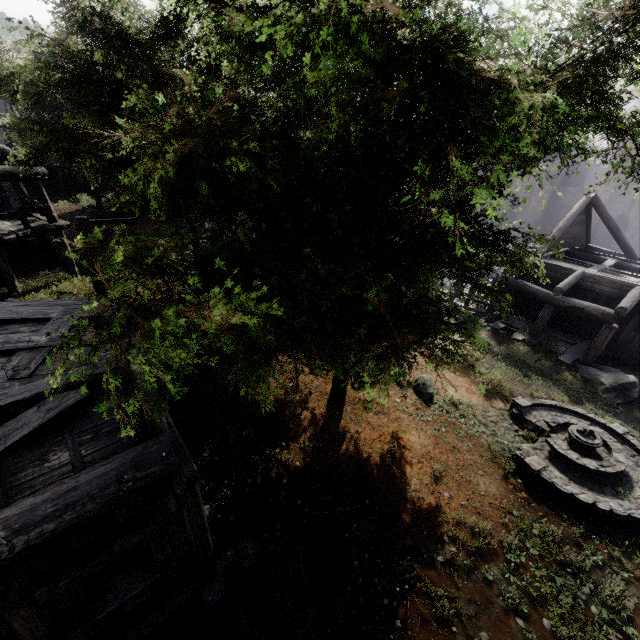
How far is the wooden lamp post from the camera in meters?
8.9

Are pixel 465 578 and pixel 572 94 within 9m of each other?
no

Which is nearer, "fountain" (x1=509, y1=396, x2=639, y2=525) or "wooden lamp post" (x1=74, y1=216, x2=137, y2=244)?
"fountain" (x1=509, y1=396, x2=639, y2=525)

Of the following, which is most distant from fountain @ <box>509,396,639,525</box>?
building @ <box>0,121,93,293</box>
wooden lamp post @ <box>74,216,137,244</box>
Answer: wooden lamp post @ <box>74,216,137,244</box>

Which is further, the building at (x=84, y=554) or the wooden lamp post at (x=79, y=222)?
the wooden lamp post at (x=79, y=222)
